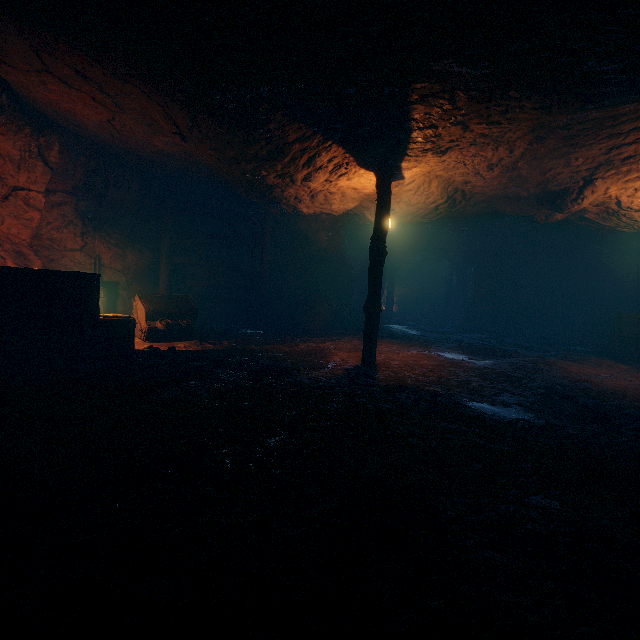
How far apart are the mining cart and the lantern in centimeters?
476cm

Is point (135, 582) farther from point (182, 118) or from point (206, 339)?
point (206, 339)

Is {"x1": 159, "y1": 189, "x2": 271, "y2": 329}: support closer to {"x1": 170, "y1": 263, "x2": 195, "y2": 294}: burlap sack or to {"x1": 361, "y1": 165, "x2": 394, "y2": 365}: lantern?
{"x1": 170, "y1": 263, "x2": 195, "y2": 294}: burlap sack

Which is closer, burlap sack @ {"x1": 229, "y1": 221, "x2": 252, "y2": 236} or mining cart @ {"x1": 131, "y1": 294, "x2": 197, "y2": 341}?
mining cart @ {"x1": 131, "y1": 294, "x2": 197, "y2": 341}

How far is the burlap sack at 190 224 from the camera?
12.1 meters

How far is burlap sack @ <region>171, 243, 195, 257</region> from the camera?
12.4m

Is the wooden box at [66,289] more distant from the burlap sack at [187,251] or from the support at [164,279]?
the support at [164,279]

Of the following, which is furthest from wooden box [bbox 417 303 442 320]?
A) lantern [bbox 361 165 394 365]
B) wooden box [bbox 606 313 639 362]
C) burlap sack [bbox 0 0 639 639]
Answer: lantern [bbox 361 165 394 365]
